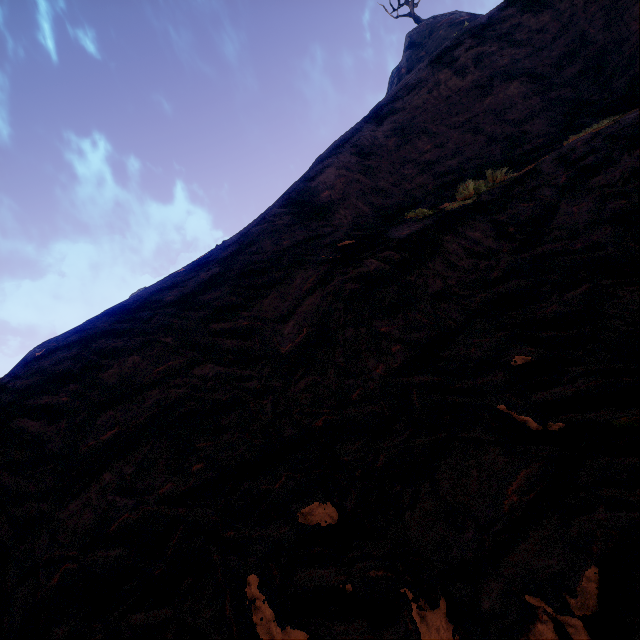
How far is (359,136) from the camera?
11.1 meters
